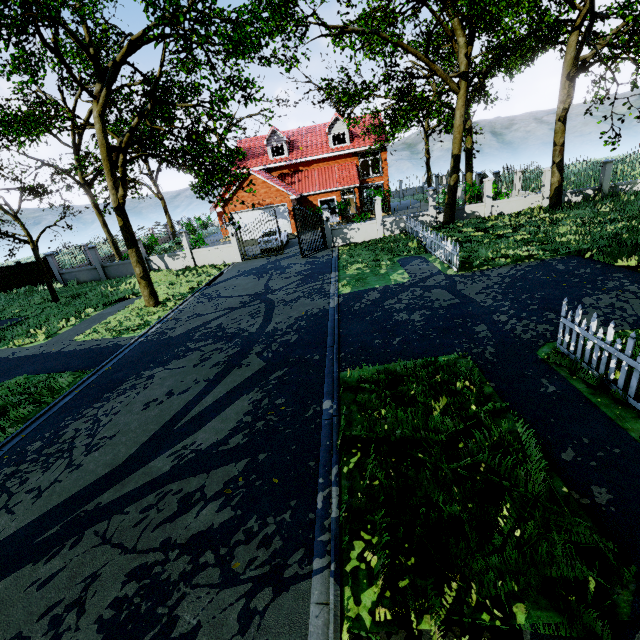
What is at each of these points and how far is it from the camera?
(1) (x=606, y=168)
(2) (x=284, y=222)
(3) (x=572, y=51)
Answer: (1) fence, 18.4 meters
(2) garage door, 28.0 meters
(3) tree, 14.6 meters

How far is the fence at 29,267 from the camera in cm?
2259

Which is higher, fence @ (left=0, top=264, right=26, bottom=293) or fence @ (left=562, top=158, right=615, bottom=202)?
fence @ (left=562, top=158, right=615, bottom=202)

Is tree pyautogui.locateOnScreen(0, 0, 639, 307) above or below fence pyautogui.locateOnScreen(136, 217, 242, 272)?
above

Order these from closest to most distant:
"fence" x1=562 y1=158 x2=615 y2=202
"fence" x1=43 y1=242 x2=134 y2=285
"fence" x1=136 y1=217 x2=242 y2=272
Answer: "fence" x1=562 y1=158 x2=615 y2=202 → "fence" x1=136 y1=217 x2=242 y2=272 → "fence" x1=43 y1=242 x2=134 y2=285

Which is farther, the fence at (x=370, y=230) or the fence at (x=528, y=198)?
the fence at (x=528, y=198)

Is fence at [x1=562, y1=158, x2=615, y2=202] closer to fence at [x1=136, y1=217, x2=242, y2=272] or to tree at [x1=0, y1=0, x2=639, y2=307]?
tree at [x1=0, y1=0, x2=639, y2=307]
